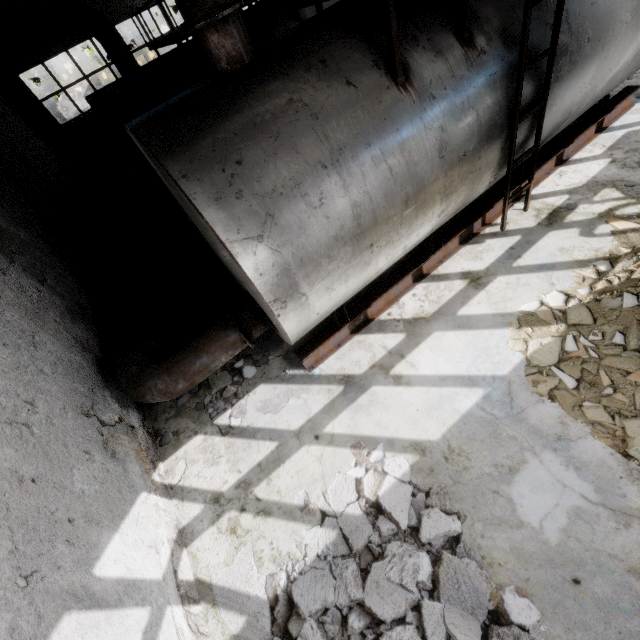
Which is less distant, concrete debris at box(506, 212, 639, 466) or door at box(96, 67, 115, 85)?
concrete debris at box(506, 212, 639, 466)

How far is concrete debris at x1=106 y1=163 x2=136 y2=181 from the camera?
16.8m

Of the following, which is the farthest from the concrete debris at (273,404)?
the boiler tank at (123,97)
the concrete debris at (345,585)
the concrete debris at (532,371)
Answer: the concrete debris at (532,371)

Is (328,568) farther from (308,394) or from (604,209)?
(604,209)

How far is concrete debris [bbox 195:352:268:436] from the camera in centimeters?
522cm

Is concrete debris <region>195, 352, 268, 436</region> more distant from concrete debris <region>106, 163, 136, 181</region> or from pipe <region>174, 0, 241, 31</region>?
pipe <region>174, 0, 241, 31</region>

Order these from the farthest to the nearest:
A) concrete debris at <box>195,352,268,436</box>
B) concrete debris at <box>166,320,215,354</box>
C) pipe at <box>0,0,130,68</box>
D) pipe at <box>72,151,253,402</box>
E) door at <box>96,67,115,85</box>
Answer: door at <box>96,67,115,85</box>
pipe at <box>0,0,130,68</box>
concrete debris at <box>166,320,215,354</box>
concrete debris at <box>195,352,268,436</box>
pipe at <box>72,151,253,402</box>

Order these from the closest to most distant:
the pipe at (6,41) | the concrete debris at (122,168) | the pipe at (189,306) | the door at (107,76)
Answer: the pipe at (189,306) → the pipe at (6,41) → the concrete debris at (122,168) → the door at (107,76)
